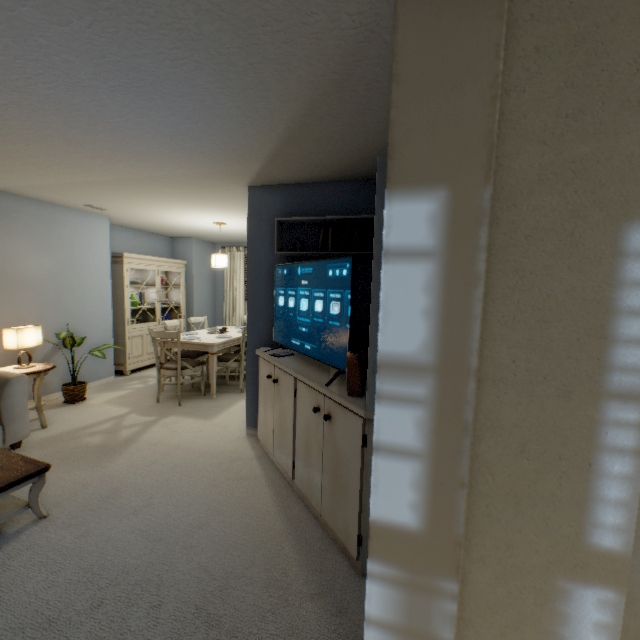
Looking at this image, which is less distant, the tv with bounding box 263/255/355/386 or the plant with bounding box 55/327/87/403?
the tv with bounding box 263/255/355/386

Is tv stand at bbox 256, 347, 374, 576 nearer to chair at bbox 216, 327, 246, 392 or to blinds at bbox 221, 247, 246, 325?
chair at bbox 216, 327, 246, 392

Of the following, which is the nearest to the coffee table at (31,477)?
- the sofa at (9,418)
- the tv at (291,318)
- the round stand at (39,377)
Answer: the sofa at (9,418)

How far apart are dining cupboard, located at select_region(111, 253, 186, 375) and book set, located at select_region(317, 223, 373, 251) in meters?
3.8

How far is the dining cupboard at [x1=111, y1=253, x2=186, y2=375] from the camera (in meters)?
5.16

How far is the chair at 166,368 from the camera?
3.95m

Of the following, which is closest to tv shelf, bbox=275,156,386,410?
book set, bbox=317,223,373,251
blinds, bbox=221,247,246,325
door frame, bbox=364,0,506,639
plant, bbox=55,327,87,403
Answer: book set, bbox=317,223,373,251

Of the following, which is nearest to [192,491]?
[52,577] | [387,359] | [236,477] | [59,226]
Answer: [236,477]
